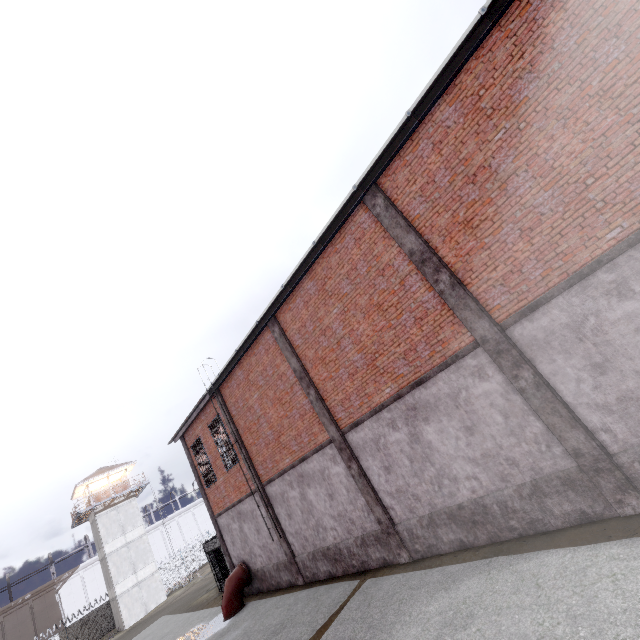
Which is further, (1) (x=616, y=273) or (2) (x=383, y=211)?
(2) (x=383, y=211)

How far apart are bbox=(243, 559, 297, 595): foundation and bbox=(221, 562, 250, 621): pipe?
0.1m

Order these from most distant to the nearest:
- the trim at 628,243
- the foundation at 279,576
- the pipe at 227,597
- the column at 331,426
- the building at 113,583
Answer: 1. the building at 113,583
2. the pipe at 227,597
3. the foundation at 279,576
4. the column at 331,426
5. the trim at 628,243

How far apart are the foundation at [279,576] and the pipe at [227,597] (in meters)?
0.05

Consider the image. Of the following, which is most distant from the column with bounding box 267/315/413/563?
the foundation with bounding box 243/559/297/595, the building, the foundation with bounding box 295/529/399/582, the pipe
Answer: the building

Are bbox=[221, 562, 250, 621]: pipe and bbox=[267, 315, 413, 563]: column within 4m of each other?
no

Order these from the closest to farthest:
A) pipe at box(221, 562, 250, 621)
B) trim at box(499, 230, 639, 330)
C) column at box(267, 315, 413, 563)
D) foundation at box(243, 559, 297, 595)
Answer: trim at box(499, 230, 639, 330) → column at box(267, 315, 413, 563) → foundation at box(243, 559, 297, 595) → pipe at box(221, 562, 250, 621)

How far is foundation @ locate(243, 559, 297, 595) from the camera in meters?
13.5
